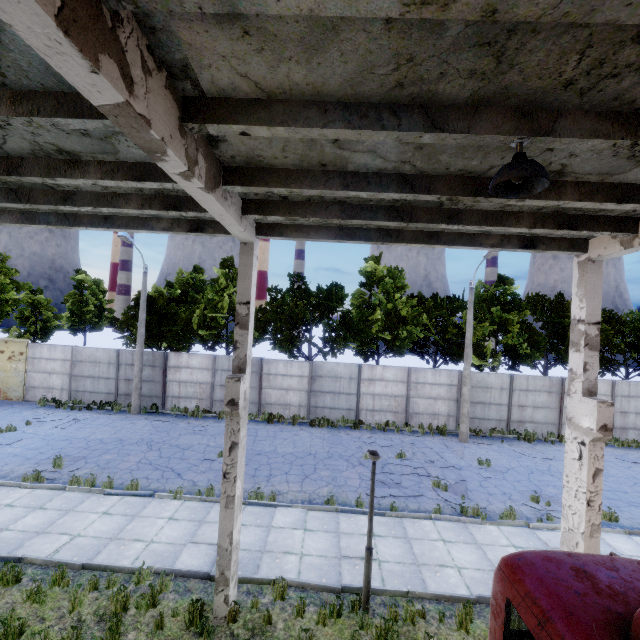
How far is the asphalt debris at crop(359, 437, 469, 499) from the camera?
11.8m

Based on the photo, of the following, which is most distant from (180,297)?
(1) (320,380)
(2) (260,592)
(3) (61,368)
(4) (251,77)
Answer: (4) (251,77)

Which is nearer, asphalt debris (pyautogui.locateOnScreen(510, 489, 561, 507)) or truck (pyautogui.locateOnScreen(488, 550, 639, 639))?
truck (pyautogui.locateOnScreen(488, 550, 639, 639))

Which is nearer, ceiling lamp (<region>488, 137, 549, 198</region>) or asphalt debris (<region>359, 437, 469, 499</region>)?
ceiling lamp (<region>488, 137, 549, 198</region>)

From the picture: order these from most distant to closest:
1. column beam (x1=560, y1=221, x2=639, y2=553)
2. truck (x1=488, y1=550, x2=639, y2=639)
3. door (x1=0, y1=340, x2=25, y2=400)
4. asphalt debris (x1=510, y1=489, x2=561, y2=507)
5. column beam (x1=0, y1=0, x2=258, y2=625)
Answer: door (x1=0, y1=340, x2=25, y2=400)
asphalt debris (x1=510, y1=489, x2=561, y2=507)
column beam (x1=560, y1=221, x2=639, y2=553)
truck (x1=488, y1=550, x2=639, y2=639)
column beam (x1=0, y1=0, x2=258, y2=625)

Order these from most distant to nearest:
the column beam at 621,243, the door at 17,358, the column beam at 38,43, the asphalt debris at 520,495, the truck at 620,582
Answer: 1. the door at 17,358
2. the asphalt debris at 520,495
3. the column beam at 621,243
4. the truck at 620,582
5. the column beam at 38,43

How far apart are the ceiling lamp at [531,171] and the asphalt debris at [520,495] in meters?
12.1 m

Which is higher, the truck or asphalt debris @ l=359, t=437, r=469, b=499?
the truck
